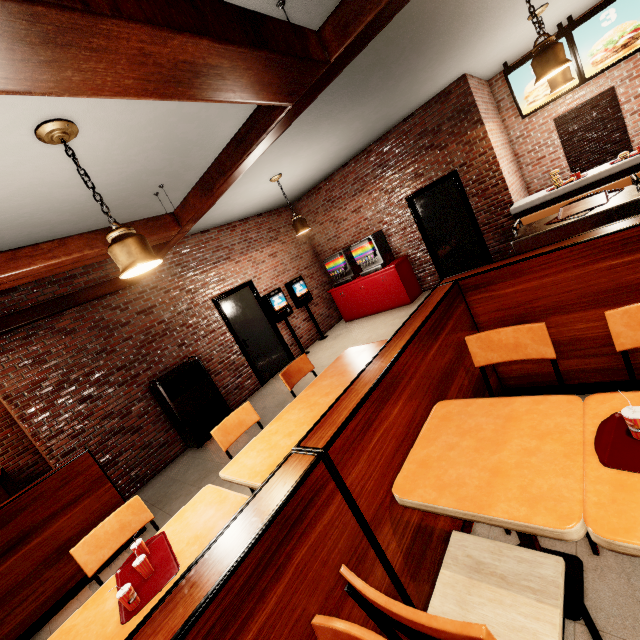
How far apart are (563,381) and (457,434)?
0.8 meters
